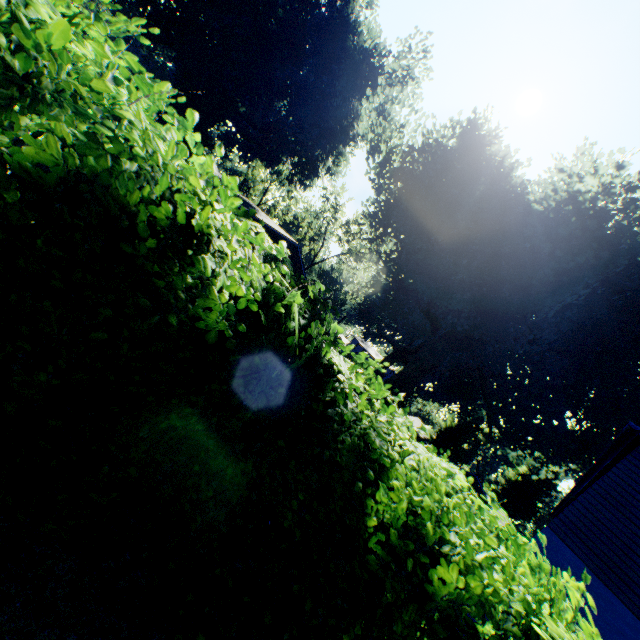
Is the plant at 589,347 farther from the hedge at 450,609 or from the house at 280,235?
the hedge at 450,609

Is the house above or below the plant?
below

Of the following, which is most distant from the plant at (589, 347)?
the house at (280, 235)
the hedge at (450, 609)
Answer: the hedge at (450, 609)

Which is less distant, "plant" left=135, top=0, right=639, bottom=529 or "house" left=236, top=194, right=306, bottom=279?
"plant" left=135, top=0, right=639, bottom=529

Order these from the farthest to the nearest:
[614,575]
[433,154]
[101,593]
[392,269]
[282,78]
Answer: [392,269], [282,78], [433,154], [614,575], [101,593]

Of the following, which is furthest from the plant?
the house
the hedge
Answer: the hedge

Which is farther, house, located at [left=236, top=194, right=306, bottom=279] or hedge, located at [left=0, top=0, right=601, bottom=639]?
house, located at [left=236, top=194, right=306, bottom=279]

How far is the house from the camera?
27.2 meters
